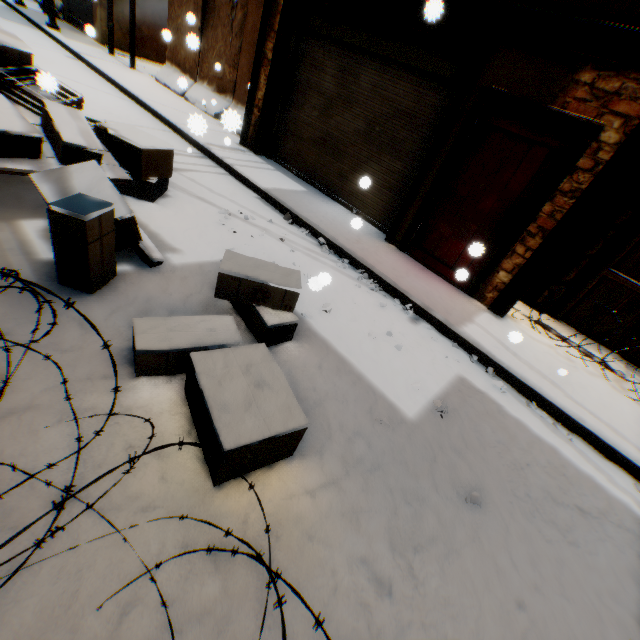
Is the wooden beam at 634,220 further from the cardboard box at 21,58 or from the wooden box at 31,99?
the wooden box at 31,99

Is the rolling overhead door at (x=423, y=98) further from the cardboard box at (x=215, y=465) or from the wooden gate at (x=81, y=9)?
the wooden gate at (x=81, y=9)

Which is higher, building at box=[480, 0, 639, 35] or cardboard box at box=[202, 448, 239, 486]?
building at box=[480, 0, 639, 35]

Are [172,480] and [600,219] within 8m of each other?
yes

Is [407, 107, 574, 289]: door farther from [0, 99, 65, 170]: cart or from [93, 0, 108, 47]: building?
[0, 99, 65, 170]: cart

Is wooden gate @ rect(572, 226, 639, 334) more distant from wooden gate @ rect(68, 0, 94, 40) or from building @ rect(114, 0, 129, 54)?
wooden gate @ rect(68, 0, 94, 40)

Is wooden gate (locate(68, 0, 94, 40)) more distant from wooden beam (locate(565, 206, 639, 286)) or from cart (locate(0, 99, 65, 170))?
cart (locate(0, 99, 65, 170))

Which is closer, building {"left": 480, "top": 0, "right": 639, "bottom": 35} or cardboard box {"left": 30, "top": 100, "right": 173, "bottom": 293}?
cardboard box {"left": 30, "top": 100, "right": 173, "bottom": 293}
